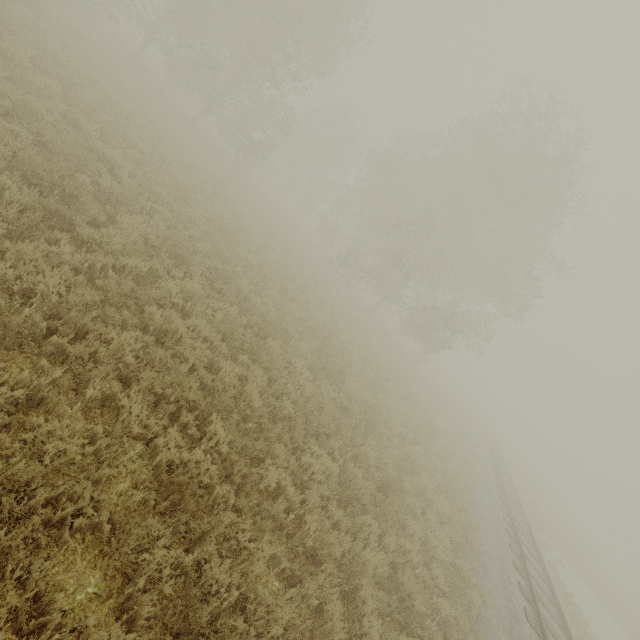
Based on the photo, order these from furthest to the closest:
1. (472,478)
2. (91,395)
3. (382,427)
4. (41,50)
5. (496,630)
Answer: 1. (472,478)
2. (382,427)
3. (41,50)
4. (496,630)
5. (91,395)
